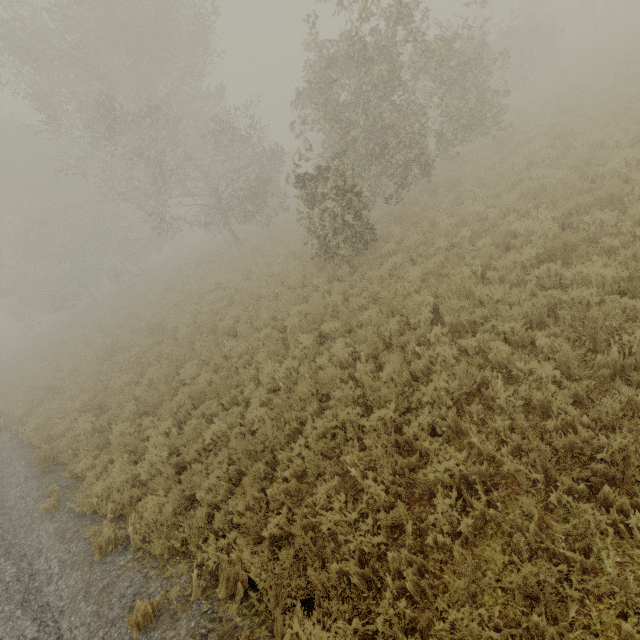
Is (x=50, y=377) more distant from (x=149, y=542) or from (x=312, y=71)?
(x=312, y=71)
